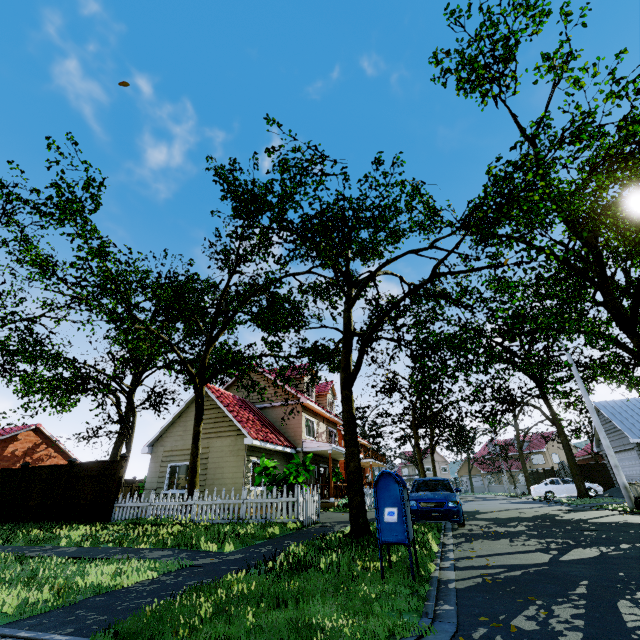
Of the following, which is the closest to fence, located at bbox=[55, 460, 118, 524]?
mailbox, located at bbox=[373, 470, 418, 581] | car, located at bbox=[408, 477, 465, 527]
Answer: car, located at bbox=[408, 477, 465, 527]

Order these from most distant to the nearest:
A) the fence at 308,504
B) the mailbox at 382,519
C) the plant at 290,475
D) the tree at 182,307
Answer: the plant at 290,475, the fence at 308,504, the tree at 182,307, the mailbox at 382,519

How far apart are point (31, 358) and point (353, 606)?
42.1 meters

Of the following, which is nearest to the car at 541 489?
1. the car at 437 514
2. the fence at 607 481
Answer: the fence at 607 481

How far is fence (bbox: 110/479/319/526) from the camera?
10.5 meters

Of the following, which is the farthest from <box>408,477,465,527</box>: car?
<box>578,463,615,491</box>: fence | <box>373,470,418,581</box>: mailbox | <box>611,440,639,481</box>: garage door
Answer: <box>578,463,615,491</box>: fence

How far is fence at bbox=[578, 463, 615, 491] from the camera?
27.31m

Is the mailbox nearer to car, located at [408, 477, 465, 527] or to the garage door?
car, located at [408, 477, 465, 527]
